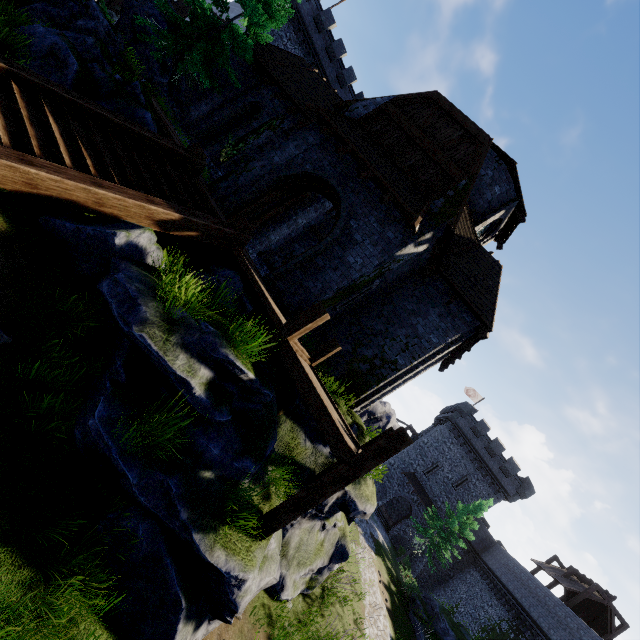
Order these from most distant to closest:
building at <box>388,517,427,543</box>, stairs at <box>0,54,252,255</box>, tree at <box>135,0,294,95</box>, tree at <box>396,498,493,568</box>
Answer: building at <box>388,517,427,543</box> → tree at <box>396,498,493,568</box> → tree at <box>135,0,294,95</box> → stairs at <box>0,54,252,255</box>

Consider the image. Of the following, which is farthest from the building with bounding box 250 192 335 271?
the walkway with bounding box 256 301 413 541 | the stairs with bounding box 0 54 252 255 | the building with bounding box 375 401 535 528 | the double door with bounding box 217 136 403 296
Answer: the building with bounding box 375 401 535 528

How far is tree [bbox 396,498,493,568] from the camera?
29.08m

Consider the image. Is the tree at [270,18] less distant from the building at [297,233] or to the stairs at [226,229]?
the building at [297,233]

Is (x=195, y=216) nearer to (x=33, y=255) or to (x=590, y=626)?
(x=33, y=255)

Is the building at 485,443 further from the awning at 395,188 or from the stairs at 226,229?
the stairs at 226,229

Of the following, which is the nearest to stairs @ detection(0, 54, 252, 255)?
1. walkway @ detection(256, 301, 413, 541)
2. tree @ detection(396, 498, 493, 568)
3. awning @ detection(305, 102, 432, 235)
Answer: walkway @ detection(256, 301, 413, 541)

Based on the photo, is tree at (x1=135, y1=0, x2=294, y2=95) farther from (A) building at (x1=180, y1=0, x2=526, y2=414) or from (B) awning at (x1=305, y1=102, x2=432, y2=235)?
(B) awning at (x1=305, y1=102, x2=432, y2=235)
